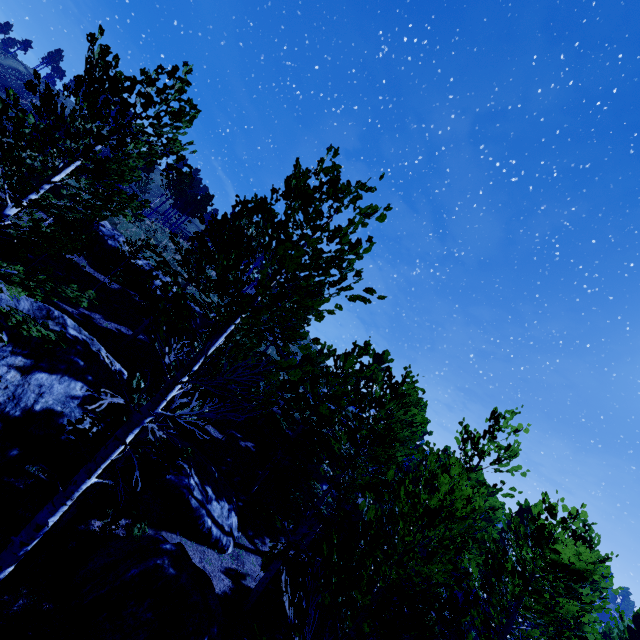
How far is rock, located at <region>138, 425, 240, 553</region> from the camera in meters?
10.5 m

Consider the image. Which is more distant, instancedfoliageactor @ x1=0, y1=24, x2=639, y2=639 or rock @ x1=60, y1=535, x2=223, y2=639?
rock @ x1=60, y1=535, x2=223, y2=639

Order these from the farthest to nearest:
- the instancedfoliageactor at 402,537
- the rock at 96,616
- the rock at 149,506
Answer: the rock at 149,506, the rock at 96,616, the instancedfoliageactor at 402,537

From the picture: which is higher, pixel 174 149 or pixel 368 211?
pixel 368 211

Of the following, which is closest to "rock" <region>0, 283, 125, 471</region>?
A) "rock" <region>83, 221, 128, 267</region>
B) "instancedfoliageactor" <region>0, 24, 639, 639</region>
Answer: "instancedfoliageactor" <region>0, 24, 639, 639</region>

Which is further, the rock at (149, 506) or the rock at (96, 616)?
the rock at (149, 506)
